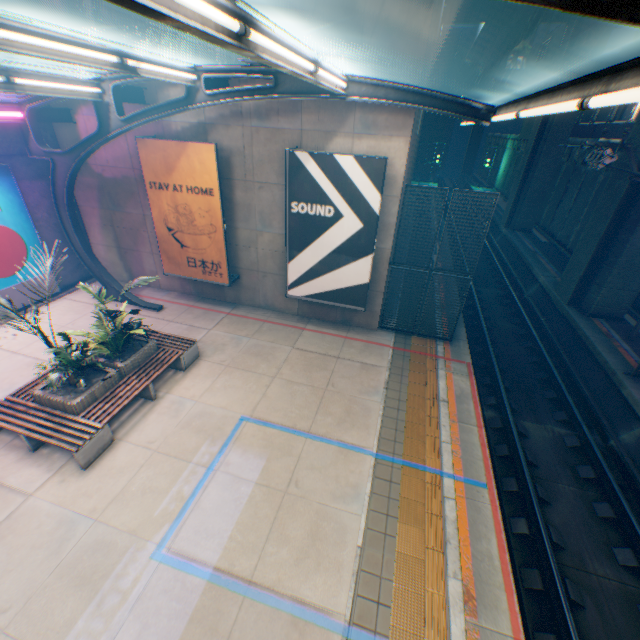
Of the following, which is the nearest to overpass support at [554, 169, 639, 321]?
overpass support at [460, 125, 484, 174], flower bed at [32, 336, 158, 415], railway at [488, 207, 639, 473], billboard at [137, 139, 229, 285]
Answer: railway at [488, 207, 639, 473]

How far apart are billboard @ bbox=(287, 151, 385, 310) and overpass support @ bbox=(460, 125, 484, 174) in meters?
57.6

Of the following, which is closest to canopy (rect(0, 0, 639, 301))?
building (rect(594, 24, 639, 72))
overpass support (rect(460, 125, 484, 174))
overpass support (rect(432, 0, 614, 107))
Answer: overpass support (rect(432, 0, 614, 107))

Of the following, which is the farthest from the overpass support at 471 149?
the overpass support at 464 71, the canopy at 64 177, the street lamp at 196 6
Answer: the street lamp at 196 6

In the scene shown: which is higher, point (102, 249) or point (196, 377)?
point (102, 249)

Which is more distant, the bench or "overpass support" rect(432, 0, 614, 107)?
"overpass support" rect(432, 0, 614, 107)

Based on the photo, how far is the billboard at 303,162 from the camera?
8.4 meters

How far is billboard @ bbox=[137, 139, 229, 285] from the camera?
9.4m
